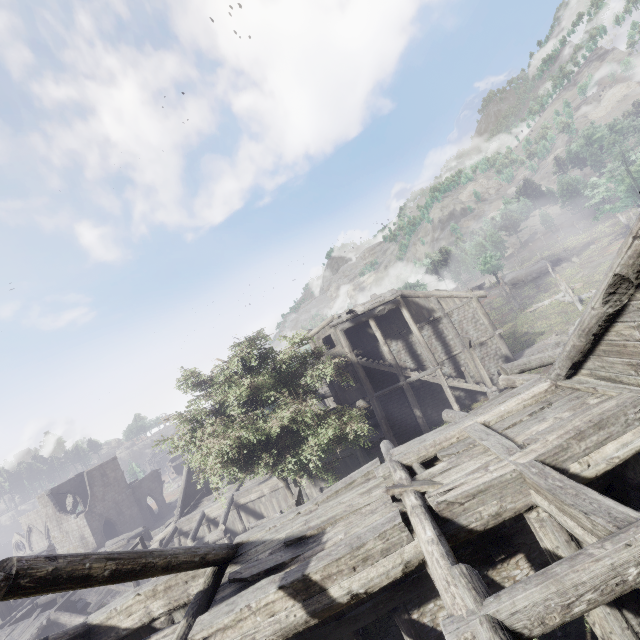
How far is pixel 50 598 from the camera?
24.22m
